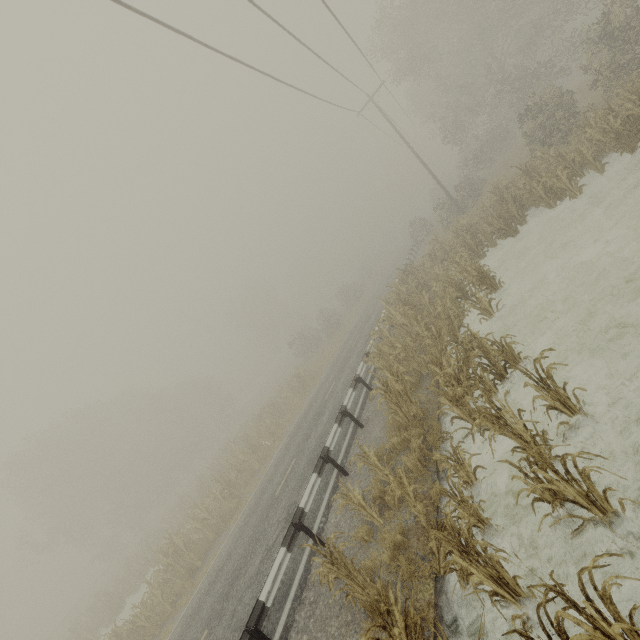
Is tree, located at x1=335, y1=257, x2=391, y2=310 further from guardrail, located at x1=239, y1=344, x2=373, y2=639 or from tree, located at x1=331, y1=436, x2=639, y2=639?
tree, located at x1=331, y1=436, x2=639, y2=639

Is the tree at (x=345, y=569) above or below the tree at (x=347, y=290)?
below

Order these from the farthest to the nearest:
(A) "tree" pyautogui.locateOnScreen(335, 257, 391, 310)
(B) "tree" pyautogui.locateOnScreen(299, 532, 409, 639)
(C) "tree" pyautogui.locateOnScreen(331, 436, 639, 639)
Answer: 1. (A) "tree" pyautogui.locateOnScreen(335, 257, 391, 310)
2. (B) "tree" pyautogui.locateOnScreen(299, 532, 409, 639)
3. (C) "tree" pyautogui.locateOnScreen(331, 436, 639, 639)

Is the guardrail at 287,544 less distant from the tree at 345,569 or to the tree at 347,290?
the tree at 345,569

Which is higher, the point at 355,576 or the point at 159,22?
the point at 159,22

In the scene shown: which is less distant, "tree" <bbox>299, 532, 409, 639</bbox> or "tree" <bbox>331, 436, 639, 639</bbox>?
"tree" <bbox>331, 436, 639, 639</bbox>

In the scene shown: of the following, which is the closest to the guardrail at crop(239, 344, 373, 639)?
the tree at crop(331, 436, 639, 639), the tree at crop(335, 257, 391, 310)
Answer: the tree at crop(331, 436, 639, 639)

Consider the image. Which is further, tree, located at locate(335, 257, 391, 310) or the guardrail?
tree, located at locate(335, 257, 391, 310)
